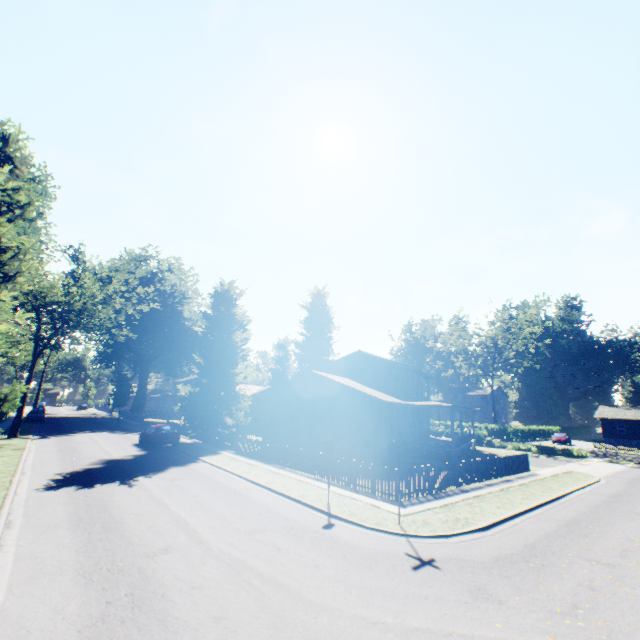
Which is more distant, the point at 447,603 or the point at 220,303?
the point at 220,303

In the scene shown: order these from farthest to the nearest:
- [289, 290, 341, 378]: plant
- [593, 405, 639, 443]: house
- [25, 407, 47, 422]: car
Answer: [289, 290, 341, 378]: plant → [593, 405, 639, 443]: house → [25, 407, 47, 422]: car

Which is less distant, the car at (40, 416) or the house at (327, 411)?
the house at (327, 411)

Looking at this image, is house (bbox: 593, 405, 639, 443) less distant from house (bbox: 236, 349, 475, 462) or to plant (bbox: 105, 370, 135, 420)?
house (bbox: 236, 349, 475, 462)

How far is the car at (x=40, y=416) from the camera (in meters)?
40.72

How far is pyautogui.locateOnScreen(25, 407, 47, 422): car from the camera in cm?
4072

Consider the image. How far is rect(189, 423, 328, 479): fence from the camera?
17.6m
